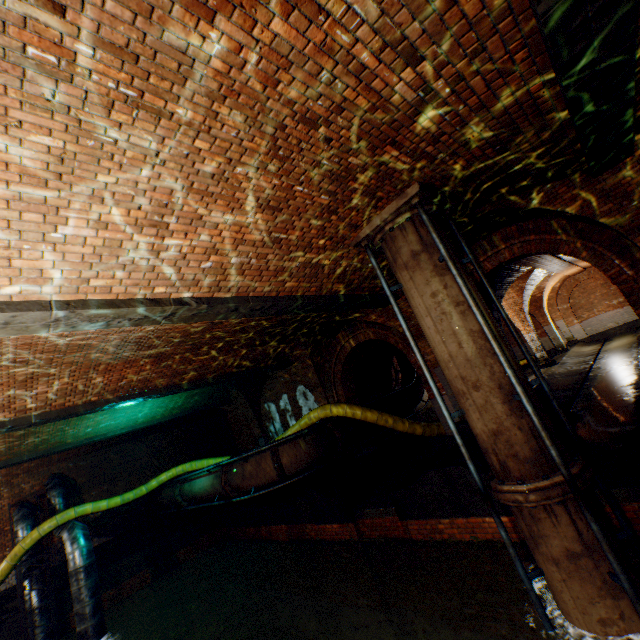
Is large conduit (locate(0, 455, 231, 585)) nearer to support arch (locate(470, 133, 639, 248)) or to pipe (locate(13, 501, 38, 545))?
pipe (locate(13, 501, 38, 545))

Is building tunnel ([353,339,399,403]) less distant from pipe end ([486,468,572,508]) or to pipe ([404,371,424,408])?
pipe ([404,371,424,408])

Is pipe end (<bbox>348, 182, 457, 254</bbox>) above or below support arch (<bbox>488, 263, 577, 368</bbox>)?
above

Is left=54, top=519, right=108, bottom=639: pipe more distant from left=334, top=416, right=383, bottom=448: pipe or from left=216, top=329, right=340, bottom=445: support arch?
left=334, top=416, right=383, bottom=448: pipe

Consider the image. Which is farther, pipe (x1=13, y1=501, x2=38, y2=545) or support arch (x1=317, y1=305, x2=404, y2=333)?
pipe (x1=13, y1=501, x2=38, y2=545)

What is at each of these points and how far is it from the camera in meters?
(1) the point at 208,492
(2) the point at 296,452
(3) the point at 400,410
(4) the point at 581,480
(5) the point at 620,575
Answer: (1) pipe, 10.8 m
(2) pipe, 9.1 m
(3) pipe, 12.5 m
(4) pipe end, 3.9 m
(5) pipe railing, 3.5 m

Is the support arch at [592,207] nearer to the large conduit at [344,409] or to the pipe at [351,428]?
the large conduit at [344,409]

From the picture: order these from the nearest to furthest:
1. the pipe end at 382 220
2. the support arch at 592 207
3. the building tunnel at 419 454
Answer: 1. the pipe end at 382 220
2. the support arch at 592 207
3. the building tunnel at 419 454
